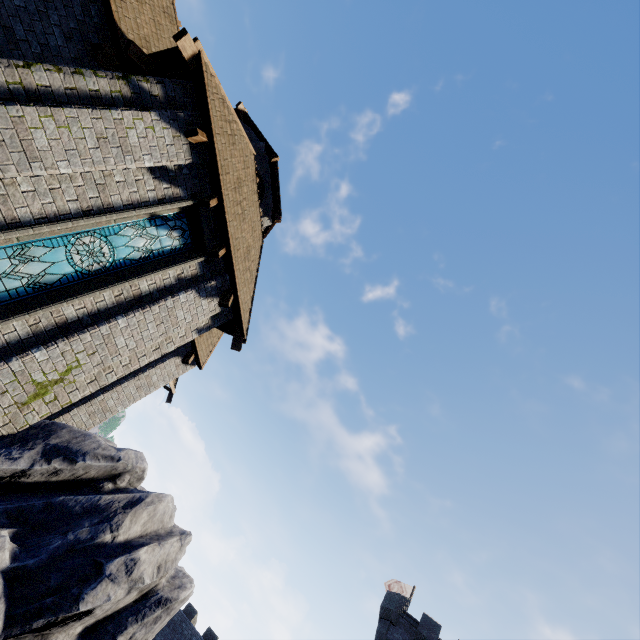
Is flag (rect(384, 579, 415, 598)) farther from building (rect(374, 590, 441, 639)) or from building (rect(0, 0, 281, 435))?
building (rect(0, 0, 281, 435))

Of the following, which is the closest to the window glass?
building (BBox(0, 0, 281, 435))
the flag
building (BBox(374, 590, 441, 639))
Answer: building (BBox(0, 0, 281, 435))

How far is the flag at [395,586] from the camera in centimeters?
2968cm

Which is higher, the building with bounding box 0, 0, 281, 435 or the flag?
the flag

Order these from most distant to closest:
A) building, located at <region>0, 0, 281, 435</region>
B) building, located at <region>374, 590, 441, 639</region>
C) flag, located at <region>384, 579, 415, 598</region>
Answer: flag, located at <region>384, 579, 415, 598</region>
building, located at <region>374, 590, 441, 639</region>
building, located at <region>0, 0, 281, 435</region>

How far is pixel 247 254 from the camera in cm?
1007

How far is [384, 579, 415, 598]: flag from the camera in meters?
29.7

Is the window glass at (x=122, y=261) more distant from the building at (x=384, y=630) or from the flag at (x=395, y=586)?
the flag at (x=395, y=586)
